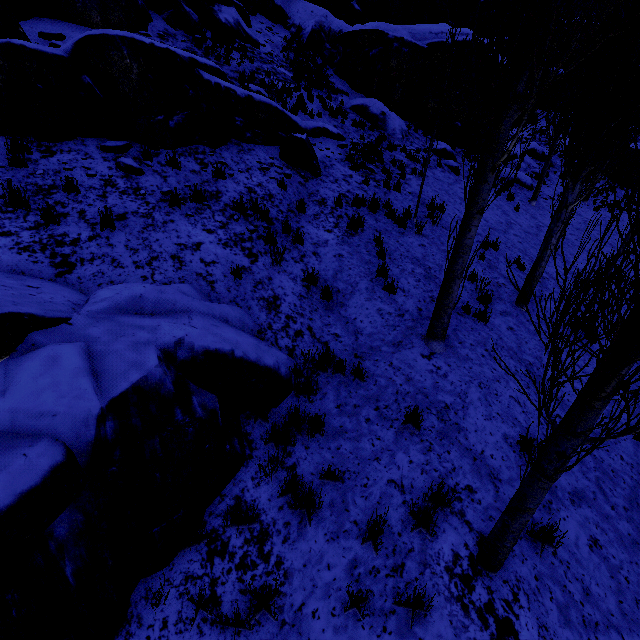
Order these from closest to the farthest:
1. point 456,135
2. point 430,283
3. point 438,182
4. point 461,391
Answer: point 461,391, point 430,283, point 438,182, point 456,135

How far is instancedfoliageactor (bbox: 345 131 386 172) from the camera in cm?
1128

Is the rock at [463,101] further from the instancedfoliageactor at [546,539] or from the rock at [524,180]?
the rock at [524,180]

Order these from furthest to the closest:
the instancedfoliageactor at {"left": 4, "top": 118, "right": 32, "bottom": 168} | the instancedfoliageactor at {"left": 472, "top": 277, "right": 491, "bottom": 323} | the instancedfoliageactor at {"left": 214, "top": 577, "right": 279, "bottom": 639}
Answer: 1. the instancedfoliageactor at {"left": 472, "top": 277, "right": 491, "bottom": 323}
2. the instancedfoliageactor at {"left": 4, "top": 118, "right": 32, "bottom": 168}
3. the instancedfoliageactor at {"left": 214, "top": 577, "right": 279, "bottom": 639}

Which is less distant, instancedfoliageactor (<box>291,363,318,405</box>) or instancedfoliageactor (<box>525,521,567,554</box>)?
instancedfoliageactor (<box>525,521,567,554</box>)

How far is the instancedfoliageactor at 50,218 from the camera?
5.0m

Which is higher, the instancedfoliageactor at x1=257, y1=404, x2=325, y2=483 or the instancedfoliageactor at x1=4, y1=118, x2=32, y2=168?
the instancedfoliageactor at x1=4, y1=118, x2=32, y2=168
